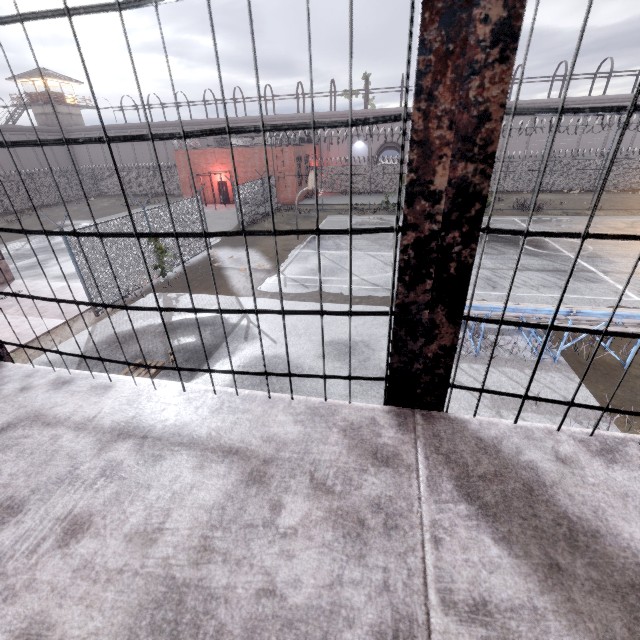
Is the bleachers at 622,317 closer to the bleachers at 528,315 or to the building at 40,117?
the bleachers at 528,315

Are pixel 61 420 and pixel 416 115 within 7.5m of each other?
yes

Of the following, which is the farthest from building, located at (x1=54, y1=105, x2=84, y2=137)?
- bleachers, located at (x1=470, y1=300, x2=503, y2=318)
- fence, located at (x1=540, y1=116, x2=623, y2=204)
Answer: bleachers, located at (x1=470, y1=300, x2=503, y2=318)

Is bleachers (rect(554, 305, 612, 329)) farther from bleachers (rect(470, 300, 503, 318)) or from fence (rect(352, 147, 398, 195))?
fence (rect(352, 147, 398, 195))

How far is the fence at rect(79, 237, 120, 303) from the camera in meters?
10.6 m

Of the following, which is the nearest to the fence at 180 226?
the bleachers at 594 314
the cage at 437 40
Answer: the cage at 437 40

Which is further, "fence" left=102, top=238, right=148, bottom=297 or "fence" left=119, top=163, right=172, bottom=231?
"fence" left=119, top=163, right=172, bottom=231
